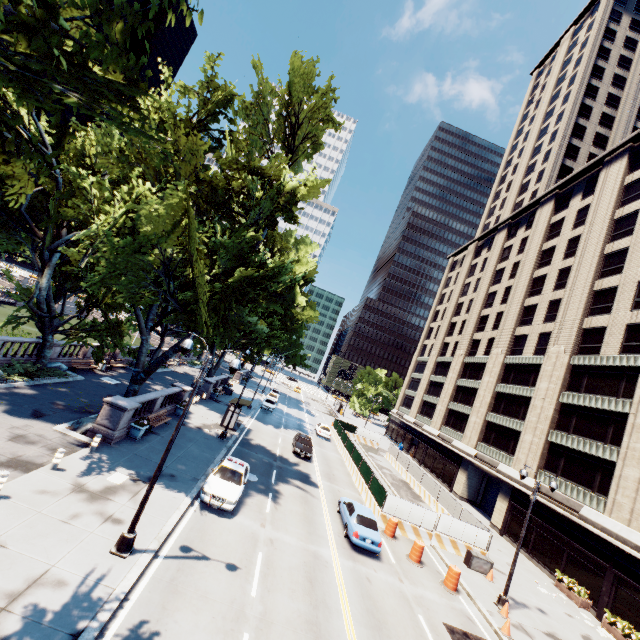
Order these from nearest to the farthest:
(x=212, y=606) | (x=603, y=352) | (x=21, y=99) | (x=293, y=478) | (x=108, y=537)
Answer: (x=21, y=99)
(x=212, y=606)
(x=108, y=537)
(x=293, y=478)
(x=603, y=352)

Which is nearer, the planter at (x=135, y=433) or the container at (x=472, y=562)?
the planter at (x=135, y=433)

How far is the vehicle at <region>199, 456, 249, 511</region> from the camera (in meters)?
15.28

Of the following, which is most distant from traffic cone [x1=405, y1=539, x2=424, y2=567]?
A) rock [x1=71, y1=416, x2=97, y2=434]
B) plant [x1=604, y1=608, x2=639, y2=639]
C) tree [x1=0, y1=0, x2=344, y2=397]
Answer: rock [x1=71, y1=416, x2=97, y2=434]

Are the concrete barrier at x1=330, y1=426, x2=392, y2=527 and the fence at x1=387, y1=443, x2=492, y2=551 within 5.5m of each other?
yes

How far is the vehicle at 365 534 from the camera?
17.05m

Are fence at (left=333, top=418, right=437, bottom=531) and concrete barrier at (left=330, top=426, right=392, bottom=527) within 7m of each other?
yes

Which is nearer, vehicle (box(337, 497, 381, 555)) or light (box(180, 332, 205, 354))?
light (box(180, 332, 205, 354))
